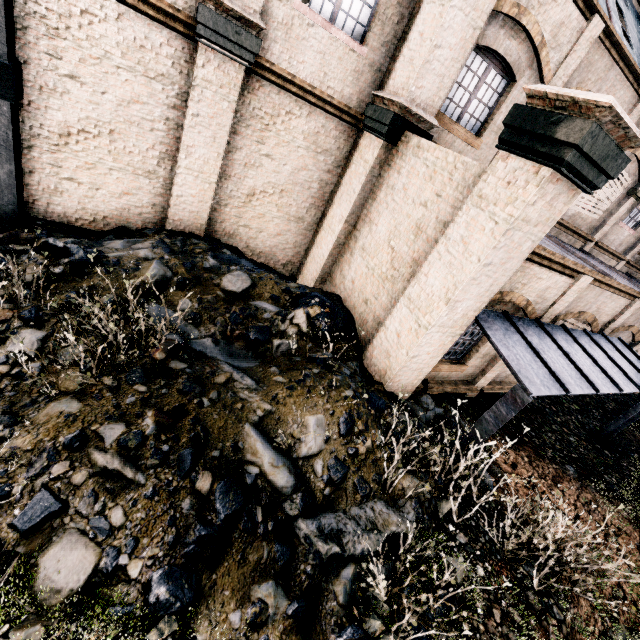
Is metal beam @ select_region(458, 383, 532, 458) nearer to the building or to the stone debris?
the stone debris

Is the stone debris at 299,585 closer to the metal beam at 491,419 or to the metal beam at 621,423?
the metal beam at 491,419

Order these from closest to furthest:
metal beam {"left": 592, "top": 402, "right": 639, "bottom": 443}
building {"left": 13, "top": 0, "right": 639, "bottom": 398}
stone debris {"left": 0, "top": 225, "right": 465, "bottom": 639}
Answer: stone debris {"left": 0, "top": 225, "right": 465, "bottom": 639} < building {"left": 13, "top": 0, "right": 639, "bottom": 398} < metal beam {"left": 592, "top": 402, "right": 639, "bottom": 443}

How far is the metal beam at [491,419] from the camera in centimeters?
601cm

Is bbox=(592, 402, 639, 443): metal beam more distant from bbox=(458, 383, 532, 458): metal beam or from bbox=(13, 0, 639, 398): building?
bbox=(458, 383, 532, 458): metal beam

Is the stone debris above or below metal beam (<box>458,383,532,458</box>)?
below

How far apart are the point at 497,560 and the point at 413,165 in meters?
8.4

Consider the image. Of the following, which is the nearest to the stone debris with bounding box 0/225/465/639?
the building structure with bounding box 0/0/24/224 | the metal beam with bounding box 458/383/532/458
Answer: the metal beam with bounding box 458/383/532/458
